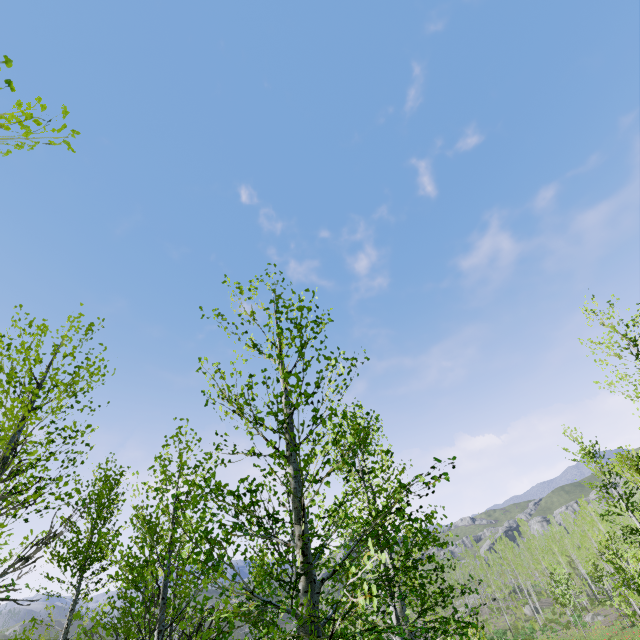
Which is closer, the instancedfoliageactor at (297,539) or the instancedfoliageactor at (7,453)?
the instancedfoliageactor at (297,539)

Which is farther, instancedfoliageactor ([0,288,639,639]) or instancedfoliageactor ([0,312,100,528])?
instancedfoliageactor ([0,312,100,528])

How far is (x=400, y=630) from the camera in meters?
5.0
